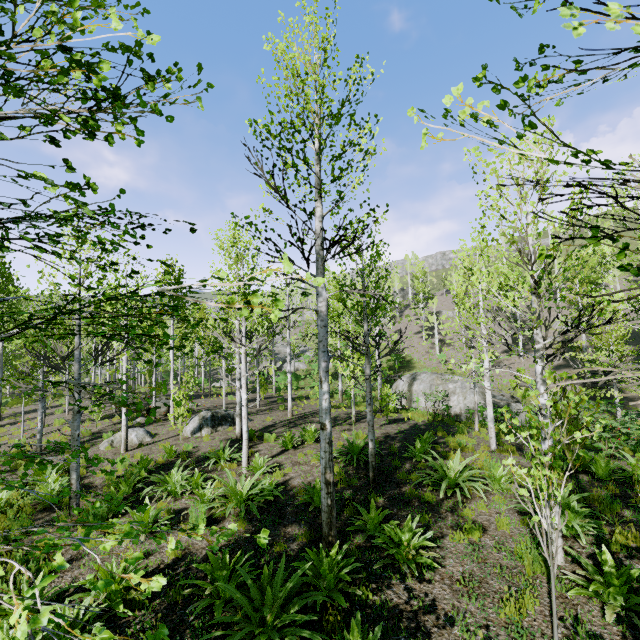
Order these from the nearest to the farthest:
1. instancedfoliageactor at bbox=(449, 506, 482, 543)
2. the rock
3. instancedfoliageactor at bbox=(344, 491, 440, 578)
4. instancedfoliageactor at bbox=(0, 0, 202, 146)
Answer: instancedfoliageactor at bbox=(0, 0, 202, 146) → instancedfoliageactor at bbox=(344, 491, 440, 578) → instancedfoliageactor at bbox=(449, 506, 482, 543) → the rock

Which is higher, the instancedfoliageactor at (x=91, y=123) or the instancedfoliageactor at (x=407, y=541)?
the instancedfoliageactor at (x=91, y=123)

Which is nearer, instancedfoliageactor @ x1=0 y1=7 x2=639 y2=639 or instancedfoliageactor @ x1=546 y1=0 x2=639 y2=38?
instancedfoliageactor @ x1=546 y1=0 x2=639 y2=38

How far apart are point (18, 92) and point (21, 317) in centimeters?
4260cm

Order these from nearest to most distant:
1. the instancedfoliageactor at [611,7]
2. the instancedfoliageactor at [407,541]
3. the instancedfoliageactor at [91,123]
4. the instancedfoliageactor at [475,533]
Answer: the instancedfoliageactor at [611,7]
the instancedfoliageactor at [91,123]
the instancedfoliageactor at [407,541]
the instancedfoliageactor at [475,533]

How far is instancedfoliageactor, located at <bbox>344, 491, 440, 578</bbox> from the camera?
5.1 meters
